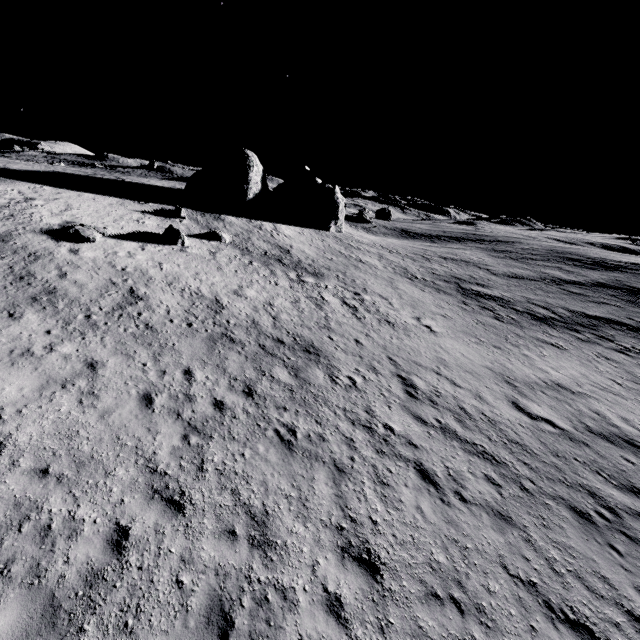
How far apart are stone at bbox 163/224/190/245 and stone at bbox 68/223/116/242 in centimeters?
362cm

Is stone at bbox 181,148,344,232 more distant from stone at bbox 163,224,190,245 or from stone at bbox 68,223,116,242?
stone at bbox 68,223,116,242

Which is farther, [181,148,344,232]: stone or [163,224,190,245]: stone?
[181,148,344,232]: stone

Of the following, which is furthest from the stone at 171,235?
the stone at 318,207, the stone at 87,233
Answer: the stone at 318,207

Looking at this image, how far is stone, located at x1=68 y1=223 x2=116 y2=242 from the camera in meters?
17.9

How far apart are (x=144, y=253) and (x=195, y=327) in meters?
8.9 m

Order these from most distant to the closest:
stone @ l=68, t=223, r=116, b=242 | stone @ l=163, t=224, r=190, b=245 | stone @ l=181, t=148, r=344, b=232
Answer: stone @ l=181, t=148, r=344, b=232
stone @ l=163, t=224, r=190, b=245
stone @ l=68, t=223, r=116, b=242

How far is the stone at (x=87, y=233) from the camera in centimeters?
1789cm
